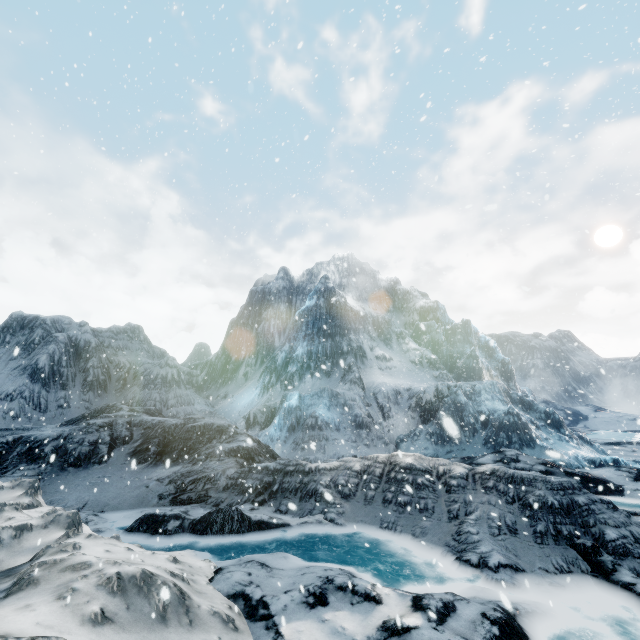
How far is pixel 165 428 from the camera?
15.2 meters
